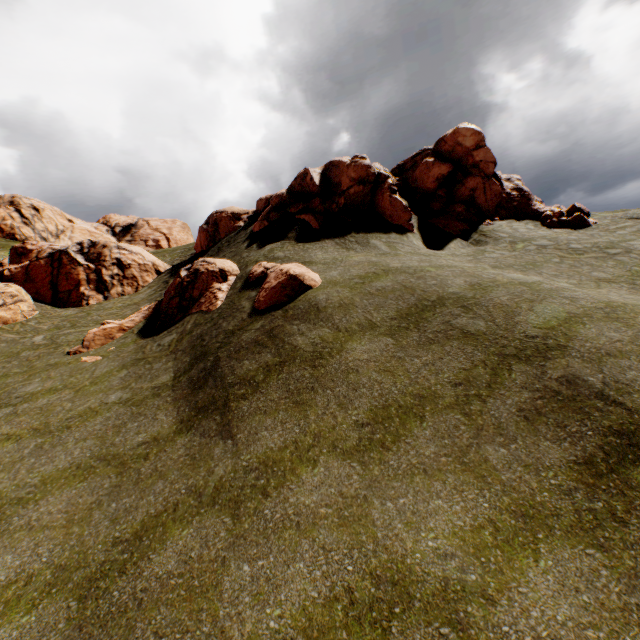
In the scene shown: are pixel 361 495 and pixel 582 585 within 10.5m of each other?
yes

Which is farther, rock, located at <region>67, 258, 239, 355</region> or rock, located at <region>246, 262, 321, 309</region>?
rock, located at <region>67, 258, 239, 355</region>

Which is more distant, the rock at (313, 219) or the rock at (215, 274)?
the rock at (313, 219)

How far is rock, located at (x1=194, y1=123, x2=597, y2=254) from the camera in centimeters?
2172cm

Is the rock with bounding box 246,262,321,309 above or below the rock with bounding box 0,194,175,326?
below

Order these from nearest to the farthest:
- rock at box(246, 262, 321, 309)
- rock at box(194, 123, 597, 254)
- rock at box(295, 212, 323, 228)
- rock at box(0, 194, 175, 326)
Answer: rock at box(246, 262, 321, 309) < rock at box(295, 212, 323, 228) < rock at box(194, 123, 597, 254) < rock at box(0, 194, 175, 326)

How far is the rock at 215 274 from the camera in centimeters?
1752cm
